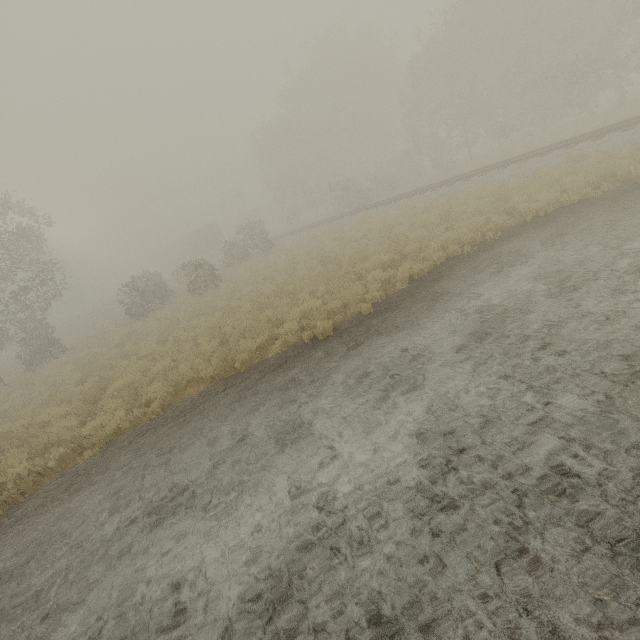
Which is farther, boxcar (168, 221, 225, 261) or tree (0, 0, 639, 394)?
boxcar (168, 221, 225, 261)

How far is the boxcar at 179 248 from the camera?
47.8 meters

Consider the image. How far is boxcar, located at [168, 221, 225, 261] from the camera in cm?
4781

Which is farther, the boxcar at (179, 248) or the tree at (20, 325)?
the boxcar at (179, 248)

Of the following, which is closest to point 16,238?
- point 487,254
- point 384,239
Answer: point 384,239
